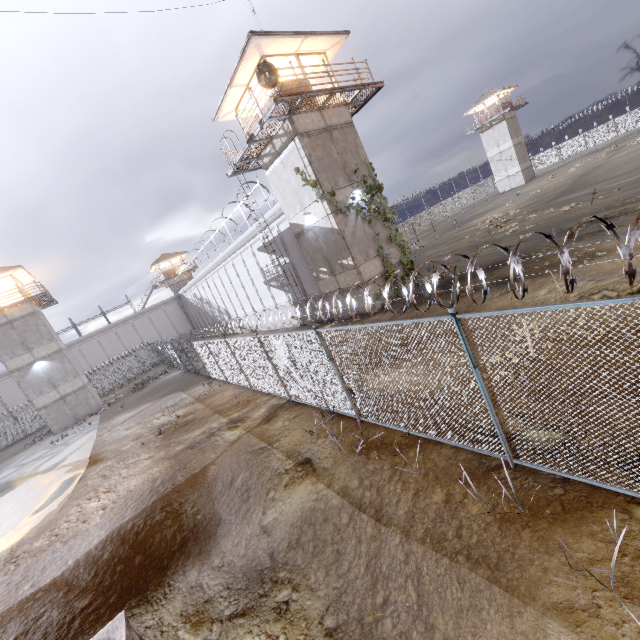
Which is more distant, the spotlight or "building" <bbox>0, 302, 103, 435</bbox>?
"building" <bbox>0, 302, 103, 435</bbox>

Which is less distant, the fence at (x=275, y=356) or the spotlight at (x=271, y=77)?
the fence at (x=275, y=356)

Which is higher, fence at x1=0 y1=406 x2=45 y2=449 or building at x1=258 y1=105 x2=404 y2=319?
building at x1=258 y1=105 x2=404 y2=319

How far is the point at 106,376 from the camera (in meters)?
41.97

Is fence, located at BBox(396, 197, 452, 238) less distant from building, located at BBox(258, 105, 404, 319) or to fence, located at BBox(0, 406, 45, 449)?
fence, located at BBox(0, 406, 45, 449)

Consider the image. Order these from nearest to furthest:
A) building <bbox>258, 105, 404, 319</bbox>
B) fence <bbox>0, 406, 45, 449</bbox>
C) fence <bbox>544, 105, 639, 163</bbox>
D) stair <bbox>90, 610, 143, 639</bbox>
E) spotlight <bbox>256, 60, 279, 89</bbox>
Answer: stair <bbox>90, 610, 143, 639</bbox>, spotlight <bbox>256, 60, 279, 89</bbox>, building <bbox>258, 105, 404, 319</bbox>, fence <bbox>0, 406, 45, 449</bbox>, fence <bbox>544, 105, 639, 163</bbox>

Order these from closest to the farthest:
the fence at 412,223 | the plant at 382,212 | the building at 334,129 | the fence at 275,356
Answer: the fence at 275,356 < the building at 334,129 < the plant at 382,212 < the fence at 412,223
